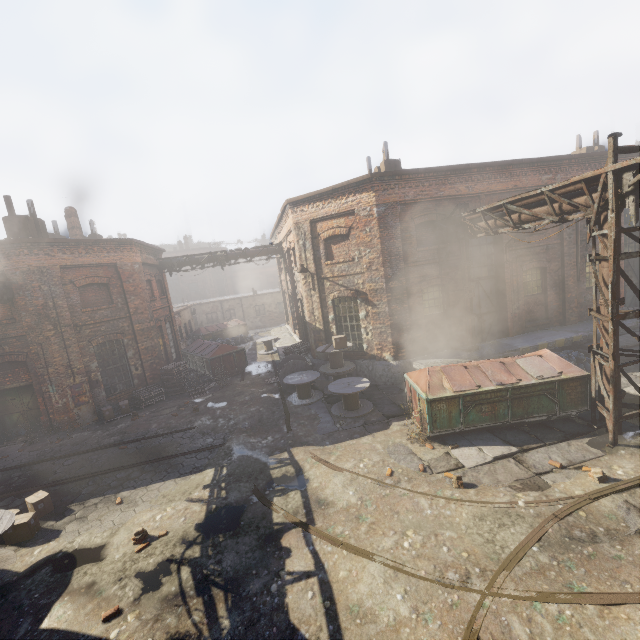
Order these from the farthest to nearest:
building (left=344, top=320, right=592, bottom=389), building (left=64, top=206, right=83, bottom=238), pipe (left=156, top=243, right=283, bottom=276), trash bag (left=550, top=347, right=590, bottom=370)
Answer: pipe (left=156, top=243, right=283, bottom=276), building (left=64, top=206, right=83, bottom=238), building (left=344, top=320, right=592, bottom=389), trash bag (left=550, top=347, right=590, bottom=370)

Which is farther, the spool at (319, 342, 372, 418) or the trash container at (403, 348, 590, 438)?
the spool at (319, 342, 372, 418)

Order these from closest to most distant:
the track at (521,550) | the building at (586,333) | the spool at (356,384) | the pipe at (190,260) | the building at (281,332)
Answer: the track at (521,550) → the spool at (356,384) → the building at (586,333) → the building at (281,332) → the pipe at (190,260)

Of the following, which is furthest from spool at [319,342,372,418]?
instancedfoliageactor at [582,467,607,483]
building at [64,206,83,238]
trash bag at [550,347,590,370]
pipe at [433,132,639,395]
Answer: building at [64,206,83,238]

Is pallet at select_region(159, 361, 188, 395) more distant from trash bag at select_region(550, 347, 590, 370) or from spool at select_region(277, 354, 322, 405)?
trash bag at select_region(550, 347, 590, 370)

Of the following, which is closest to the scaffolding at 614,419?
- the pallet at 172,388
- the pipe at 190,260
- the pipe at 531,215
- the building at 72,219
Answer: the pipe at 531,215

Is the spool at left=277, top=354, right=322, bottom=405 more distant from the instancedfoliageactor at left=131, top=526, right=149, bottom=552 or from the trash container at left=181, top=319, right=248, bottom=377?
the instancedfoliageactor at left=131, top=526, right=149, bottom=552

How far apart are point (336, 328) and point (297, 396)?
3.6 meters
